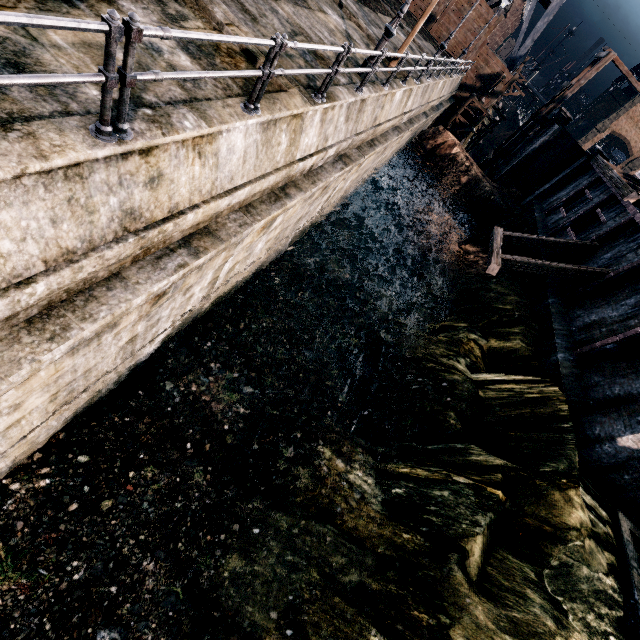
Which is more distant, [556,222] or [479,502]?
[556,222]

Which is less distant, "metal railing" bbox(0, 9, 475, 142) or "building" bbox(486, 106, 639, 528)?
"metal railing" bbox(0, 9, 475, 142)

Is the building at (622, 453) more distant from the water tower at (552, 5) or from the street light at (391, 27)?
the street light at (391, 27)

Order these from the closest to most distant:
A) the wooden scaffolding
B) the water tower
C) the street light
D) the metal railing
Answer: the metal railing → the street light → the wooden scaffolding → the water tower

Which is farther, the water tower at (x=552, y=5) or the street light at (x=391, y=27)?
the water tower at (x=552, y=5)

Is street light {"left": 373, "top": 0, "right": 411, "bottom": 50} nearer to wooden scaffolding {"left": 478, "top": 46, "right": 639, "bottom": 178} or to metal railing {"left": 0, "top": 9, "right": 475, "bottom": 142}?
metal railing {"left": 0, "top": 9, "right": 475, "bottom": 142}

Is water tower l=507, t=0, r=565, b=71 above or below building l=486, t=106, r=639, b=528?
above

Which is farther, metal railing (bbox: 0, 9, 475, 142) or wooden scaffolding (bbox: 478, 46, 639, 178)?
wooden scaffolding (bbox: 478, 46, 639, 178)
